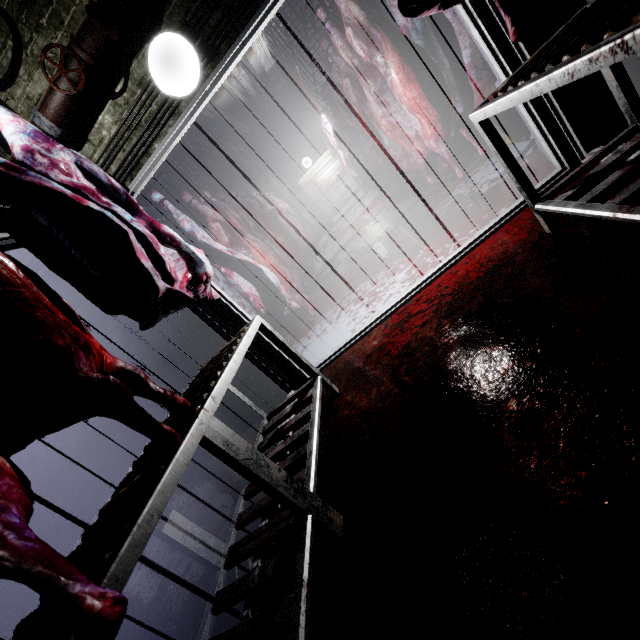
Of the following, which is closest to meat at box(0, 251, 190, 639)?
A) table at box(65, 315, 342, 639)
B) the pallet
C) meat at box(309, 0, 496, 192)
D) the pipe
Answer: table at box(65, 315, 342, 639)

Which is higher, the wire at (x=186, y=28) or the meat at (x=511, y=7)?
the wire at (x=186, y=28)

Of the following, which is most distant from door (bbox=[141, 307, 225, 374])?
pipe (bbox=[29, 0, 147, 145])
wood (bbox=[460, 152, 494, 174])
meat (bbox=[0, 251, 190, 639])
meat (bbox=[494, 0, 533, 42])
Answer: wood (bbox=[460, 152, 494, 174])

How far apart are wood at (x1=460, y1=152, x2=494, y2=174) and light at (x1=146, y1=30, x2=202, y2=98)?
2.9 meters

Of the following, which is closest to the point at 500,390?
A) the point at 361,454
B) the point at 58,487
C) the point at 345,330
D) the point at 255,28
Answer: the point at 361,454

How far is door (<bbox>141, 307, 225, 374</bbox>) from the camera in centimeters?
264cm

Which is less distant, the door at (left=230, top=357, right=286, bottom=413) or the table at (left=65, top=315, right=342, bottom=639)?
the table at (left=65, top=315, right=342, bottom=639)

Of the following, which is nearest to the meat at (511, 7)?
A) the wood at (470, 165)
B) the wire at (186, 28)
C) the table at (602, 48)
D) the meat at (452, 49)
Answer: the table at (602, 48)
